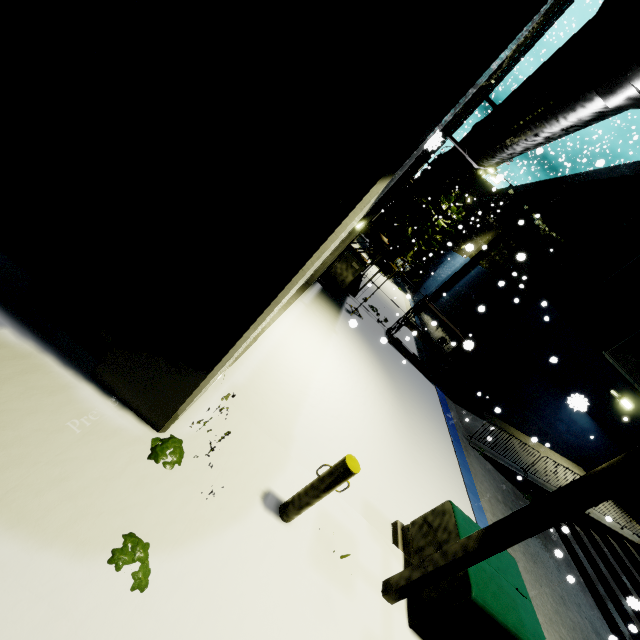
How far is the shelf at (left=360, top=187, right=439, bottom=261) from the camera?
12.49m

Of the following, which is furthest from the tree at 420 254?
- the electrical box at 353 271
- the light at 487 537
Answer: the light at 487 537

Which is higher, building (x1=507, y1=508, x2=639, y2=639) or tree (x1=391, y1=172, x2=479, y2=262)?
tree (x1=391, y1=172, x2=479, y2=262)

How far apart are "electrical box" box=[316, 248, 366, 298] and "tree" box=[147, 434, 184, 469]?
8.9m

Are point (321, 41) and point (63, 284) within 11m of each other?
yes

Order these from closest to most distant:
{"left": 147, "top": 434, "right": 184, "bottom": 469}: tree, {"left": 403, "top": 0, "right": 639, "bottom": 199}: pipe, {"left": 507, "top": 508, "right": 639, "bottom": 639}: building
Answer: {"left": 403, "top": 0, "right": 639, "bottom": 199}: pipe → {"left": 147, "top": 434, "right": 184, "bottom": 469}: tree → {"left": 507, "top": 508, "right": 639, "bottom": 639}: building

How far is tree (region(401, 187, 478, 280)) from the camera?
24.6m

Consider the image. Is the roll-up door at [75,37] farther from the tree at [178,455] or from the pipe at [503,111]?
the tree at [178,455]
